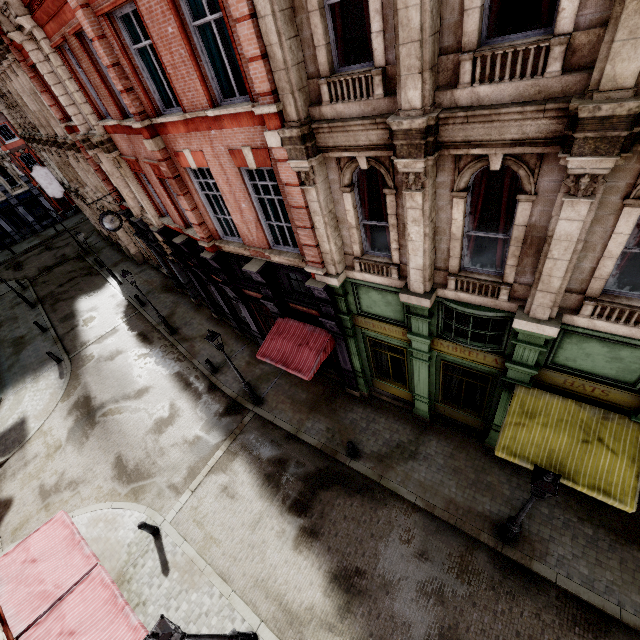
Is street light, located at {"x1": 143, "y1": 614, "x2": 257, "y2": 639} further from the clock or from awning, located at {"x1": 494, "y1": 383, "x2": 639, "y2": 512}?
the clock

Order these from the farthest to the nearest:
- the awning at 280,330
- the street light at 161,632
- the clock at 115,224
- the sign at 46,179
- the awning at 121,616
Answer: the sign at 46,179
the clock at 115,224
the awning at 280,330
the awning at 121,616
the street light at 161,632

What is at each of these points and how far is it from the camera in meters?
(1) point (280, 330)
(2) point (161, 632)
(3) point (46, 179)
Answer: (1) awning, 12.2 m
(2) street light, 5.7 m
(3) sign, 24.9 m

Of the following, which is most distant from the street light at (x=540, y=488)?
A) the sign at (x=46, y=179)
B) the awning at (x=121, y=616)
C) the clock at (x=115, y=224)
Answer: the sign at (x=46, y=179)

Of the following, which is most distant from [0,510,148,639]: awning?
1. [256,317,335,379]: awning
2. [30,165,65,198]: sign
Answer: [30,165,65,198]: sign

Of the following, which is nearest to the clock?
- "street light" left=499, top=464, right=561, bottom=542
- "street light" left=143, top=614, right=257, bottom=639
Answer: "street light" left=143, top=614, right=257, bottom=639

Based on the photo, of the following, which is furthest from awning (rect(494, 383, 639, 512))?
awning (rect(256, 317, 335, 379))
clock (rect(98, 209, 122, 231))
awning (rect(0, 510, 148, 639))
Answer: clock (rect(98, 209, 122, 231))

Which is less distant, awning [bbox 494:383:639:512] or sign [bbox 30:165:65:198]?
awning [bbox 494:383:639:512]
